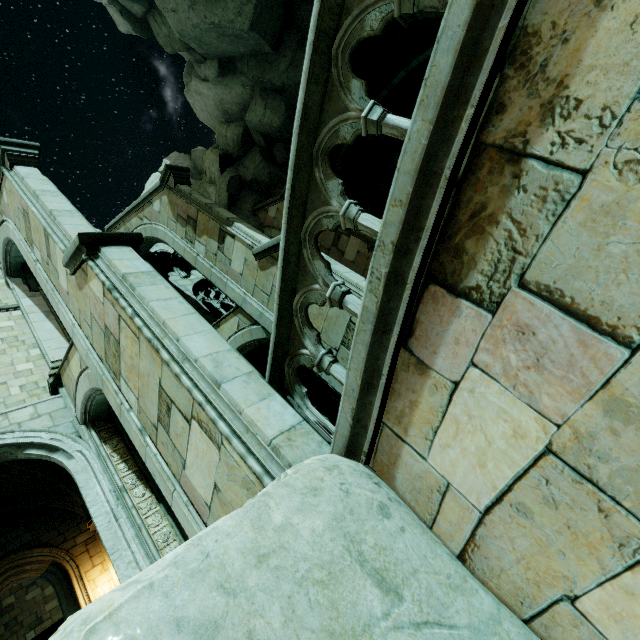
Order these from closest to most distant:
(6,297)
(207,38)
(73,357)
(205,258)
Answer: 1. (73,357)
2. (205,258)
3. (6,297)
4. (207,38)

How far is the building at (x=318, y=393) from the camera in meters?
16.4 m

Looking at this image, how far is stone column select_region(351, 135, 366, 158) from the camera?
18.9m

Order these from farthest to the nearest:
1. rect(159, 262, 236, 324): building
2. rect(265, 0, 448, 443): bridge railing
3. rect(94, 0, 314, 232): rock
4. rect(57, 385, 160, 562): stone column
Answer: rect(159, 262, 236, 324): building < rect(94, 0, 314, 232): rock < rect(57, 385, 160, 562): stone column < rect(265, 0, 448, 443): bridge railing

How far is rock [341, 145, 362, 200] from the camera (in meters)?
18.92

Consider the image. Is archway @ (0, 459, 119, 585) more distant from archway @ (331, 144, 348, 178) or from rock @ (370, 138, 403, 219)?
archway @ (331, 144, 348, 178)

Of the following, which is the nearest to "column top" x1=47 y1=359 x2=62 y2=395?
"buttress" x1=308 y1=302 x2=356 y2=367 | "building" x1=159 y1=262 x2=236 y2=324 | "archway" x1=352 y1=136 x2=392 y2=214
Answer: "buttress" x1=308 y1=302 x2=356 y2=367

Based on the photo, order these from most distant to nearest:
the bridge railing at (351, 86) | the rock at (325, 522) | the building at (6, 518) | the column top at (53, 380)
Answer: the building at (6, 518) < the column top at (53, 380) < the bridge railing at (351, 86) < the rock at (325, 522)
